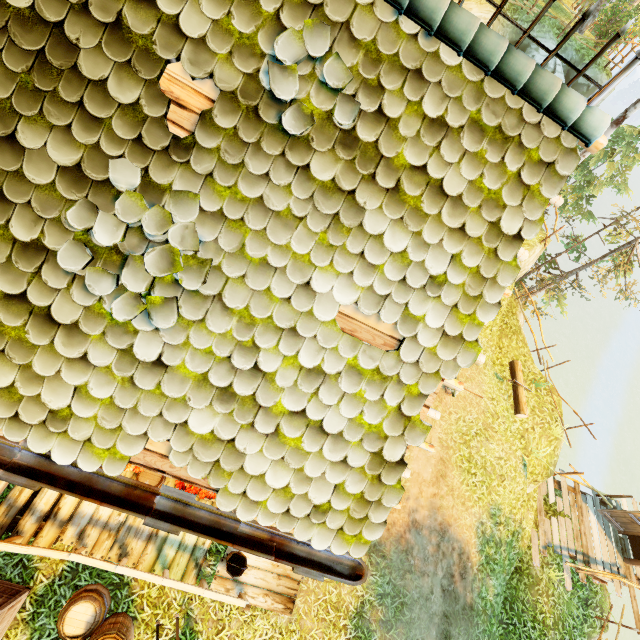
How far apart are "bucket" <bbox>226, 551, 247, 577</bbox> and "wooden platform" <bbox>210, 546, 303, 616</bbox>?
0.01m

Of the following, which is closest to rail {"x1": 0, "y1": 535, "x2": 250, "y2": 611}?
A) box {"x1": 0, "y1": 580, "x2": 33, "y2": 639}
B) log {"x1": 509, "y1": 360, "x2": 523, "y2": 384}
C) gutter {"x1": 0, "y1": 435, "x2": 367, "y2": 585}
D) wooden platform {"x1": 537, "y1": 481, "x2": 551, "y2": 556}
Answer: box {"x1": 0, "y1": 580, "x2": 33, "y2": 639}

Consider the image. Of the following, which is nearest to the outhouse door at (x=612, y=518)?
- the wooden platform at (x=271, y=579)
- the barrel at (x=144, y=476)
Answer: the wooden platform at (x=271, y=579)

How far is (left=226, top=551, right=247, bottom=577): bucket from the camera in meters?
6.3

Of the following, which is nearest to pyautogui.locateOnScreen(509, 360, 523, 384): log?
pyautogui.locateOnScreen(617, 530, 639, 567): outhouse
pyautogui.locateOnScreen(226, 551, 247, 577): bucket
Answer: pyautogui.locateOnScreen(617, 530, 639, 567): outhouse

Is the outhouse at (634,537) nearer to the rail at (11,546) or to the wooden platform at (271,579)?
the wooden platform at (271,579)

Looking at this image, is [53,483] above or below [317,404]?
below

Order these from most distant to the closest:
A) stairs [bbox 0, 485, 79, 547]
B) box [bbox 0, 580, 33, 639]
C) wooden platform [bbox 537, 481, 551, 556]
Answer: wooden platform [bbox 537, 481, 551, 556] → stairs [bbox 0, 485, 79, 547] → box [bbox 0, 580, 33, 639]
